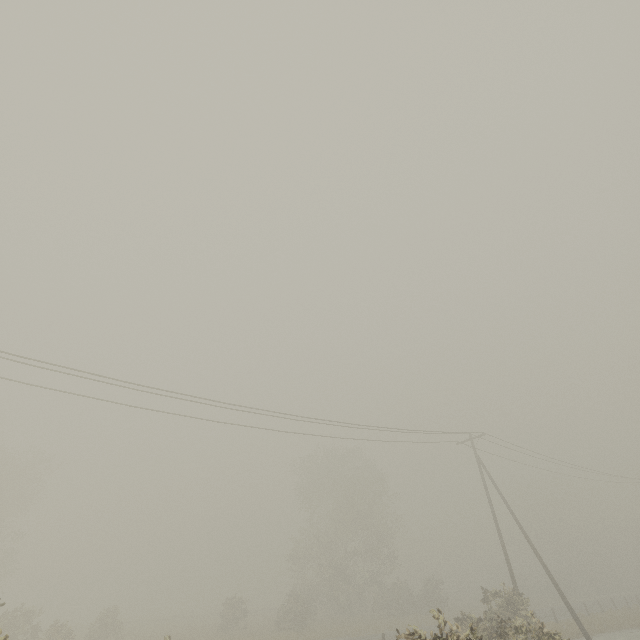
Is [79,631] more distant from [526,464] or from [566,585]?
[566,585]

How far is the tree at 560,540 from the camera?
50.0m

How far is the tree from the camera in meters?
50.0 m
